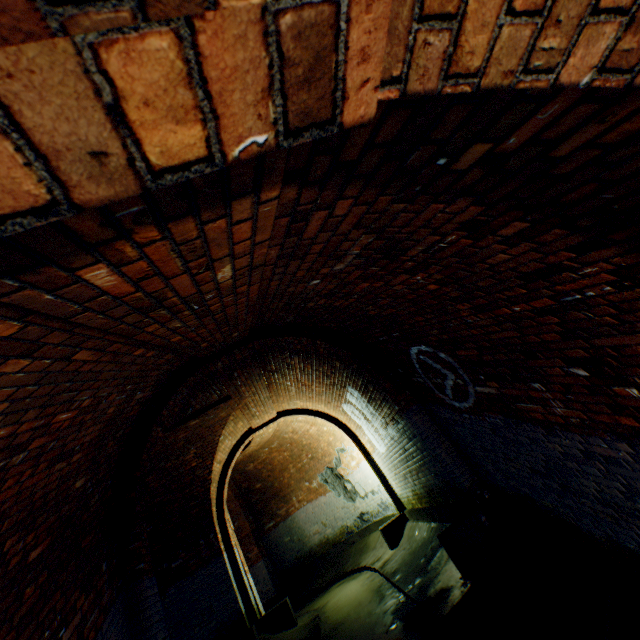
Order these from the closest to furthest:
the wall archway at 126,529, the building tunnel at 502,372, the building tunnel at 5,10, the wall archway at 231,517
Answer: the building tunnel at 5,10
the building tunnel at 502,372
the wall archway at 126,529
the wall archway at 231,517

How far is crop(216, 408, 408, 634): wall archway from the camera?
7.5 meters

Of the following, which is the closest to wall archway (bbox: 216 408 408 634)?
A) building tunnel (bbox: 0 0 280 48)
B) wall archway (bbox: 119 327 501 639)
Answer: building tunnel (bbox: 0 0 280 48)

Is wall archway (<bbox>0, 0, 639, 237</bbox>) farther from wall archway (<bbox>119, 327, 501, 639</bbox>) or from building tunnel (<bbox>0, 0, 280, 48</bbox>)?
wall archway (<bbox>119, 327, 501, 639</bbox>)

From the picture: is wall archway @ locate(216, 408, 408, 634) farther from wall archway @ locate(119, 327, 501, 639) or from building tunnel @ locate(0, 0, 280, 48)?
wall archway @ locate(119, 327, 501, 639)

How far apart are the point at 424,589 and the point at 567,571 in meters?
2.3

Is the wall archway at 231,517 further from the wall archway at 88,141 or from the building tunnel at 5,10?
the wall archway at 88,141
